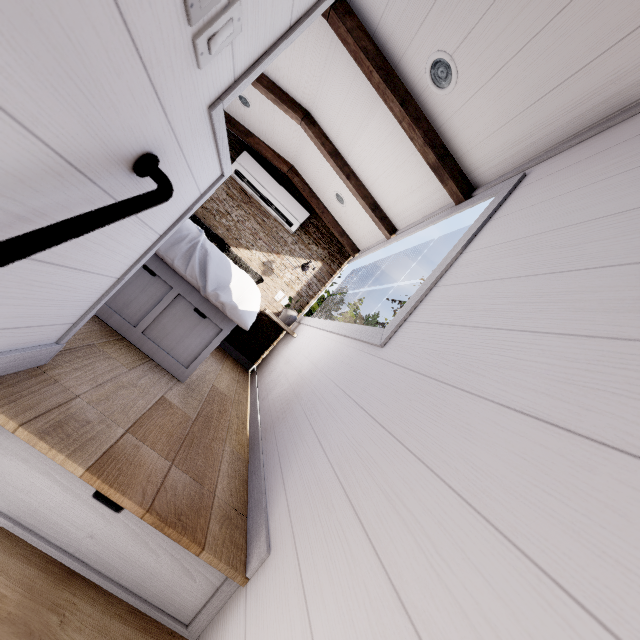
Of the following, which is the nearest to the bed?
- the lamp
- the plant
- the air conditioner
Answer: the plant

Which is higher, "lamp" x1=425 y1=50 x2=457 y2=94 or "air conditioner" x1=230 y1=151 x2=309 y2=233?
"lamp" x1=425 y1=50 x2=457 y2=94

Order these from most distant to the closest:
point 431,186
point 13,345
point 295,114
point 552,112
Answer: point 295,114 < point 431,186 < point 552,112 < point 13,345

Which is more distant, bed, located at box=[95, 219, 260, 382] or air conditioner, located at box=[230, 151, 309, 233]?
air conditioner, located at box=[230, 151, 309, 233]

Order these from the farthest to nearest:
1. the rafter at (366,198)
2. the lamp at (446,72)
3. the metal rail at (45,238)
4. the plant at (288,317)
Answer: the plant at (288,317), the rafter at (366,198), the lamp at (446,72), the metal rail at (45,238)

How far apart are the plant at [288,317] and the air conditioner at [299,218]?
1.0m

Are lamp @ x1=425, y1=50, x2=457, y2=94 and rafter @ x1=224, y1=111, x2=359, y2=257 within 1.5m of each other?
no

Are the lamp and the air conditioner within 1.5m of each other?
no
